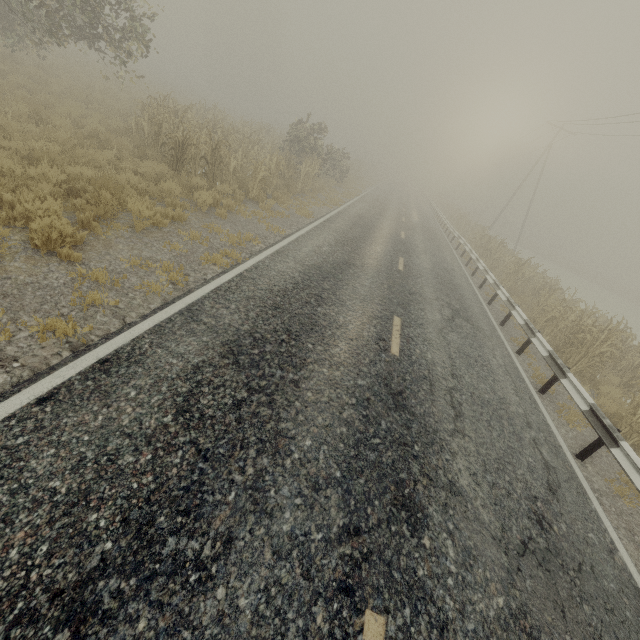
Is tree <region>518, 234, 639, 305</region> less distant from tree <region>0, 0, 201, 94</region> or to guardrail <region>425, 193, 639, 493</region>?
tree <region>0, 0, 201, 94</region>

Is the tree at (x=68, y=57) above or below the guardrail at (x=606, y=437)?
above

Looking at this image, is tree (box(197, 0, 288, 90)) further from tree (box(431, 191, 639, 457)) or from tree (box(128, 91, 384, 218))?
tree (box(128, 91, 384, 218))

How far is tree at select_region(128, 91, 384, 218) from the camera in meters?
10.9

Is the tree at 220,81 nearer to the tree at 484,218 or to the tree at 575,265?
the tree at 484,218

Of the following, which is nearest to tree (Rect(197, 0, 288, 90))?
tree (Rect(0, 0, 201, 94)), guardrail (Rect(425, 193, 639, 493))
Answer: tree (Rect(0, 0, 201, 94))

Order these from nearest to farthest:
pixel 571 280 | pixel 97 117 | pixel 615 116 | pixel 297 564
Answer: pixel 297 564, pixel 97 117, pixel 615 116, pixel 571 280

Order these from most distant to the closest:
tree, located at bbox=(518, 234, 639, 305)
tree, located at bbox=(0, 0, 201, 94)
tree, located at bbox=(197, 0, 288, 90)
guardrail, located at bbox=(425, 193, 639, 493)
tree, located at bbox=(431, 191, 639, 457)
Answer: tree, located at bbox=(197, 0, 288, 90), tree, located at bbox=(518, 234, 639, 305), tree, located at bbox=(0, 0, 201, 94), tree, located at bbox=(431, 191, 639, 457), guardrail, located at bbox=(425, 193, 639, 493)
